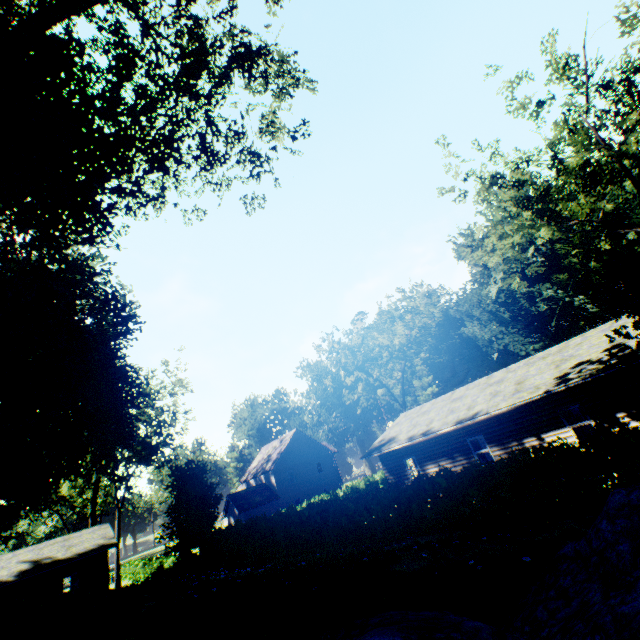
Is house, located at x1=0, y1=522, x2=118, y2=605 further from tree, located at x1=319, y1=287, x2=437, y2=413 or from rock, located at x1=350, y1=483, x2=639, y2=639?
rock, located at x1=350, y1=483, x2=639, y2=639

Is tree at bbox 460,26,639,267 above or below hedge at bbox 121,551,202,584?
above

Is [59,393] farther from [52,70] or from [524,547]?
[524,547]

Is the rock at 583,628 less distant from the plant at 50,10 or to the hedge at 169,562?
the plant at 50,10

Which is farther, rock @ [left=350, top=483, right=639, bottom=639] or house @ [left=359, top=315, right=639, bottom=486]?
house @ [left=359, top=315, right=639, bottom=486]

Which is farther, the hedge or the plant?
the hedge

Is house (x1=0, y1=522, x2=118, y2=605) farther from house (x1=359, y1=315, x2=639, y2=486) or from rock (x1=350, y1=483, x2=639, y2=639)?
rock (x1=350, y1=483, x2=639, y2=639)

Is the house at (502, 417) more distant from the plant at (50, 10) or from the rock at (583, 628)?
the plant at (50, 10)
